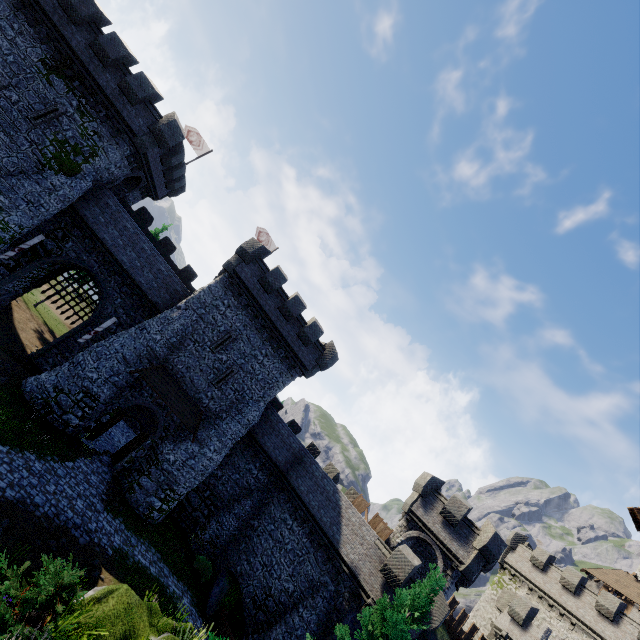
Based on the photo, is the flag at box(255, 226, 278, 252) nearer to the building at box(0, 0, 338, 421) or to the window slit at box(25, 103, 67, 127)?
the building at box(0, 0, 338, 421)

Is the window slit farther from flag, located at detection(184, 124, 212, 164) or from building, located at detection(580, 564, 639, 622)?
building, located at detection(580, 564, 639, 622)

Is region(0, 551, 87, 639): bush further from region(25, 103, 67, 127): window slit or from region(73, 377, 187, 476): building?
region(25, 103, 67, 127): window slit

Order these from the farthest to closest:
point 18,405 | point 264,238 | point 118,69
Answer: point 264,238, point 118,69, point 18,405

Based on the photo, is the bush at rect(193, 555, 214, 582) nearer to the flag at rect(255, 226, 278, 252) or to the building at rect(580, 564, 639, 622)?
the flag at rect(255, 226, 278, 252)

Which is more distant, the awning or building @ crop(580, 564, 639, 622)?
building @ crop(580, 564, 639, 622)

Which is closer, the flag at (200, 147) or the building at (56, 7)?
the building at (56, 7)

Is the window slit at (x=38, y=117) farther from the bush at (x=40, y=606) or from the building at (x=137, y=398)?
the bush at (x=40, y=606)
